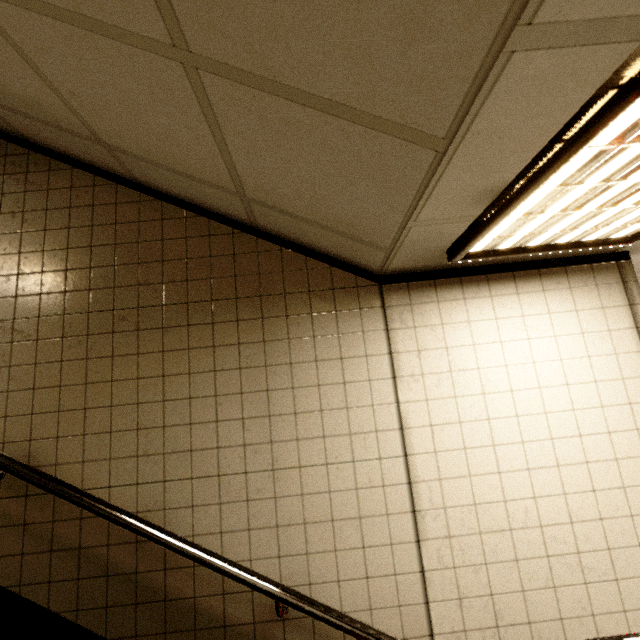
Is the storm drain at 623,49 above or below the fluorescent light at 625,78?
above

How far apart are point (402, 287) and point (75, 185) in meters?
2.3

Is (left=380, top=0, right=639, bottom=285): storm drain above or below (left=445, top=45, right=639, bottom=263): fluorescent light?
above
